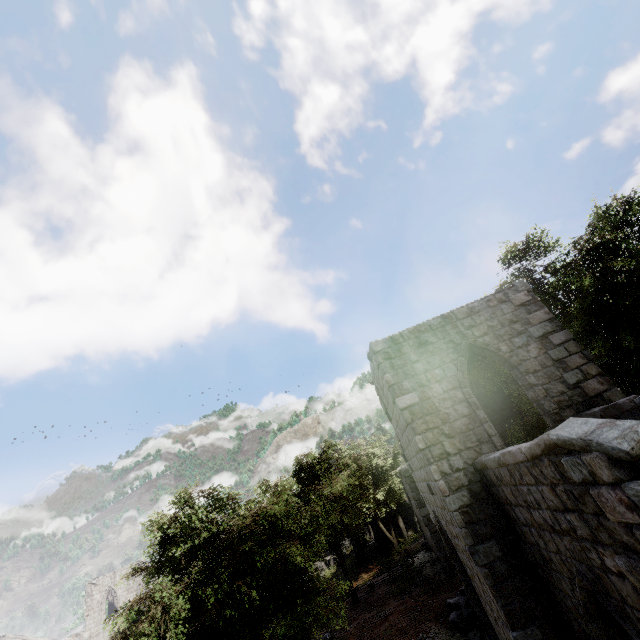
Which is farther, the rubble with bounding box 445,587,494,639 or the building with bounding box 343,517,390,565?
the building with bounding box 343,517,390,565

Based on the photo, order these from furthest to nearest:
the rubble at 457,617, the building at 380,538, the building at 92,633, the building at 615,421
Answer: the building at 92,633 → the building at 380,538 → the rubble at 457,617 → the building at 615,421

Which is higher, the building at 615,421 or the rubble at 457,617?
the building at 615,421

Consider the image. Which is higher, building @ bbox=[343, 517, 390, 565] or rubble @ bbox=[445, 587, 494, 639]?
building @ bbox=[343, 517, 390, 565]

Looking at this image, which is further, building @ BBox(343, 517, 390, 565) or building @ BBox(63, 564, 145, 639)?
building @ BBox(63, 564, 145, 639)

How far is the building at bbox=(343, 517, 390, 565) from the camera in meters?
28.8 m

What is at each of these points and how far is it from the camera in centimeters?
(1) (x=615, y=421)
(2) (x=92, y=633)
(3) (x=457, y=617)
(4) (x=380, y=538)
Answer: (1) building, 403cm
(2) building, 3550cm
(3) rubble, 1243cm
(4) building, 2911cm
